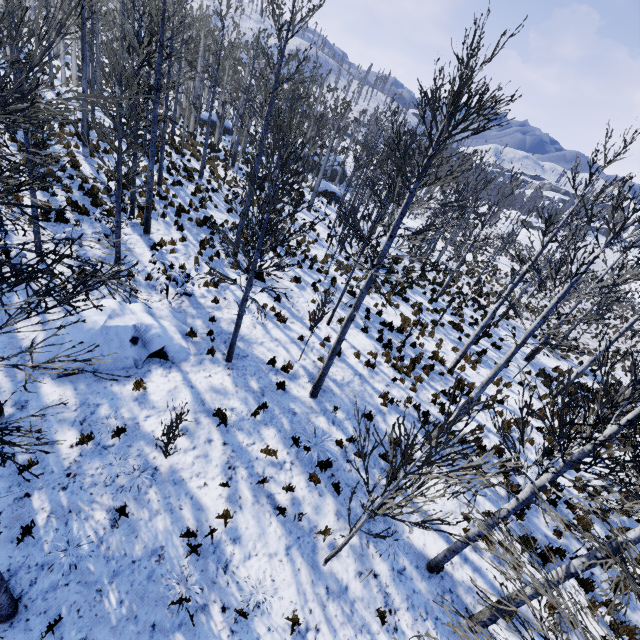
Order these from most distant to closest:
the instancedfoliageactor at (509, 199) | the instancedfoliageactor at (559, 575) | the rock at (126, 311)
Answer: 1. the instancedfoliageactor at (509, 199)
2. the rock at (126, 311)
3. the instancedfoliageactor at (559, 575)

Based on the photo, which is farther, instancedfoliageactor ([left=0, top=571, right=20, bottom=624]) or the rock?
the rock

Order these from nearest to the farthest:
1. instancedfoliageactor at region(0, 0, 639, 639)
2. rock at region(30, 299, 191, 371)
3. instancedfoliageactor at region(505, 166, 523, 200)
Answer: instancedfoliageactor at region(0, 0, 639, 639)
rock at region(30, 299, 191, 371)
instancedfoliageactor at region(505, 166, 523, 200)

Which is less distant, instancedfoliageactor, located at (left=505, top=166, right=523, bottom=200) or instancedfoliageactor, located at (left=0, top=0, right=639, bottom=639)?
instancedfoliageactor, located at (left=0, top=0, right=639, bottom=639)

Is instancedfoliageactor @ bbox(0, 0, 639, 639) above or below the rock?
above

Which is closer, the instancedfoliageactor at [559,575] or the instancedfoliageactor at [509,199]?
the instancedfoliageactor at [559,575]

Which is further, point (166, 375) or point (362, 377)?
point (362, 377)
